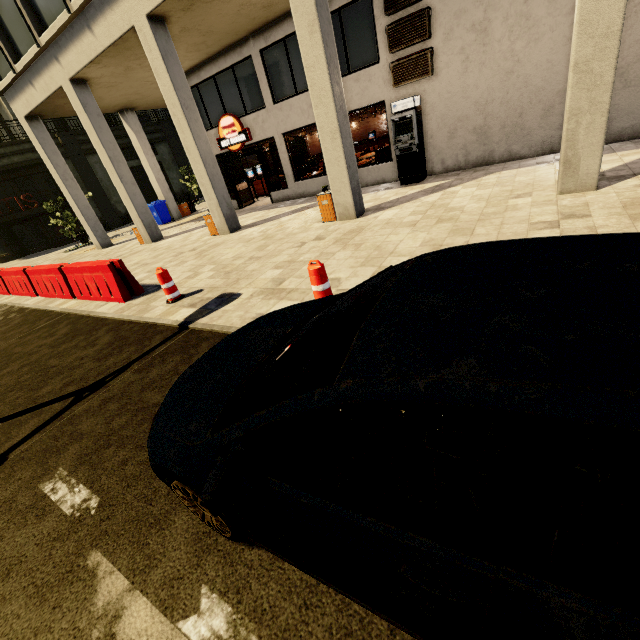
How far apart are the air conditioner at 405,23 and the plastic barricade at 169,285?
9.6m

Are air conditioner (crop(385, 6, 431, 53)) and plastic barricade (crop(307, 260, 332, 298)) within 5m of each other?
no

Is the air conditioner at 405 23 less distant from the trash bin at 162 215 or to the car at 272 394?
the car at 272 394

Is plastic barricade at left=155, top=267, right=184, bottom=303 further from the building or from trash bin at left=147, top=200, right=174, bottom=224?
trash bin at left=147, top=200, right=174, bottom=224

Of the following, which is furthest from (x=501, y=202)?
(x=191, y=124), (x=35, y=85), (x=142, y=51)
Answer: (x=35, y=85)

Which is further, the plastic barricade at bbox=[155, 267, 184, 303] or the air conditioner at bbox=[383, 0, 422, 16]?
the air conditioner at bbox=[383, 0, 422, 16]

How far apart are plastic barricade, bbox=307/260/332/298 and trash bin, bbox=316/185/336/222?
5.0m

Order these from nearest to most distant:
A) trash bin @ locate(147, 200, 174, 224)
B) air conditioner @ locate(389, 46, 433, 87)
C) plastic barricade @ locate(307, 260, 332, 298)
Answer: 1. plastic barricade @ locate(307, 260, 332, 298)
2. air conditioner @ locate(389, 46, 433, 87)
3. trash bin @ locate(147, 200, 174, 224)
